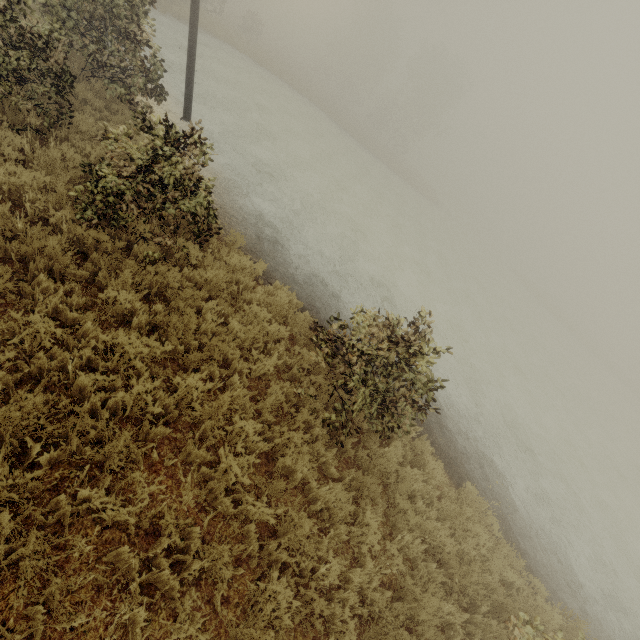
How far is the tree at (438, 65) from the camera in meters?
44.0

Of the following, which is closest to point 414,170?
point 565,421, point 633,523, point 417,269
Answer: point 417,269

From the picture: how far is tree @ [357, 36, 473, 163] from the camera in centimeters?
4405cm
